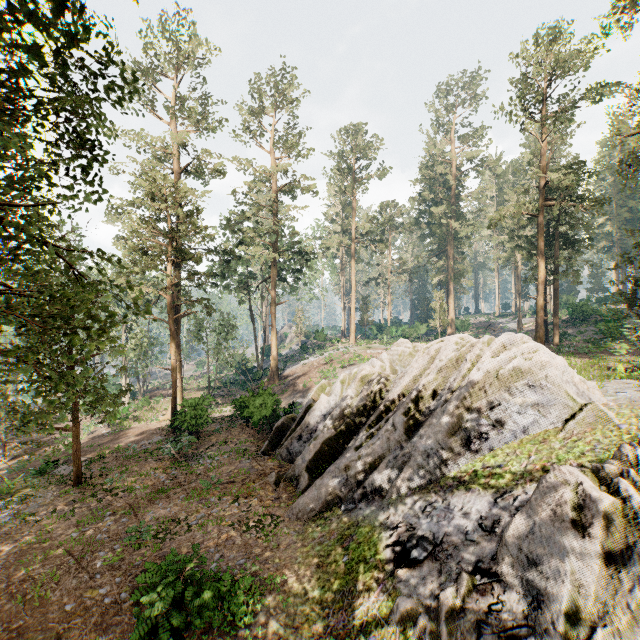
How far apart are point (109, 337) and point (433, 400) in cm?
1489

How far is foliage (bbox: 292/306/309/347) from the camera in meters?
56.3 m

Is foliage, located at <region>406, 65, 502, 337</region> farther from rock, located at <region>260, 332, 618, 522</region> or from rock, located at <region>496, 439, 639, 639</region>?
rock, located at <region>496, 439, 639, 639</region>

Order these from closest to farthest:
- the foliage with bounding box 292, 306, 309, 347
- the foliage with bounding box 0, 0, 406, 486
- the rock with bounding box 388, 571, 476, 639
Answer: the foliage with bounding box 0, 0, 406, 486, the rock with bounding box 388, 571, 476, 639, the foliage with bounding box 292, 306, 309, 347

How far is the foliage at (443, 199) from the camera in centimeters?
4509cm

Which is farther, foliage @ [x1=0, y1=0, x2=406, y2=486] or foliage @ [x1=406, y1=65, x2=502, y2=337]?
foliage @ [x1=406, y1=65, x2=502, y2=337]

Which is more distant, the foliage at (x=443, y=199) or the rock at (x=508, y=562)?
the foliage at (x=443, y=199)

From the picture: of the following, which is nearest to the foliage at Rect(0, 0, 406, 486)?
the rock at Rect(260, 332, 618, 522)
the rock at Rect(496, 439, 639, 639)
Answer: the rock at Rect(260, 332, 618, 522)
